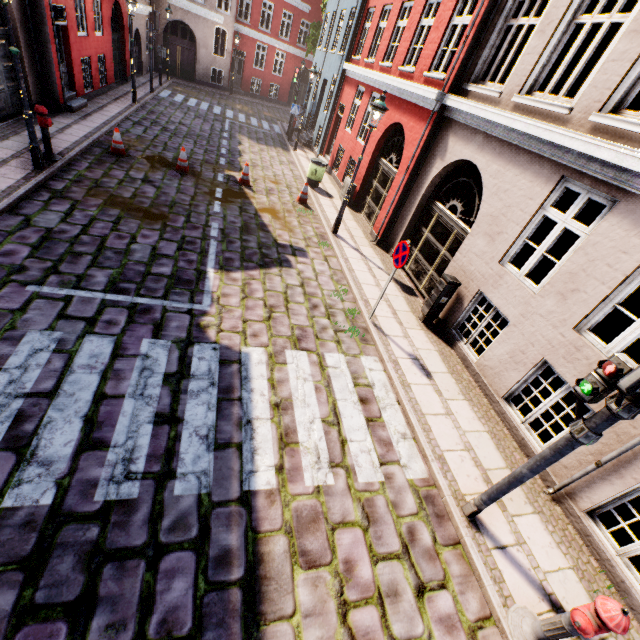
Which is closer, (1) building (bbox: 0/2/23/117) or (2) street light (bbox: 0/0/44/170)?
(2) street light (bbox: 0/0/44/170)

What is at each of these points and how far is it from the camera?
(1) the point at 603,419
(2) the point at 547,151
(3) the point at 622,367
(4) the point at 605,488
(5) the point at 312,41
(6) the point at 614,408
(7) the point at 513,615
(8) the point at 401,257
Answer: (1) traffic light pole, 3.03m
(2) building, 5.73m
(3) pedestrian light, 2.93m
(4) building, 4.48m
(5) tree, 22.36m
(6) traffic light, 2.91m
(7) hydrant, 3.59m
(8) sign, 6.25m

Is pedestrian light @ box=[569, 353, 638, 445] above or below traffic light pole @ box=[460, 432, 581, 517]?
above

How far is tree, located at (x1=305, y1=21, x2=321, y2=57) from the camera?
22.2 meters

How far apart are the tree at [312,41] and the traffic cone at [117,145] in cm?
1963

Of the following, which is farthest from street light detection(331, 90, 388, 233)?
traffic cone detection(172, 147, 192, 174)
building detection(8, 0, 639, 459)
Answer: traffic cone detection(172, 147, 192, 174)

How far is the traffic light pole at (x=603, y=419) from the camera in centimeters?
299cm

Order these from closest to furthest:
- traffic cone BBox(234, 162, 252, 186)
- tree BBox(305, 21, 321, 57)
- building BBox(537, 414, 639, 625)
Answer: building BBox(537, 414, 639, 625) < traffic cone BBox(234, 162, 252, 186) < tree BBox(305, 21, 321, 57)
